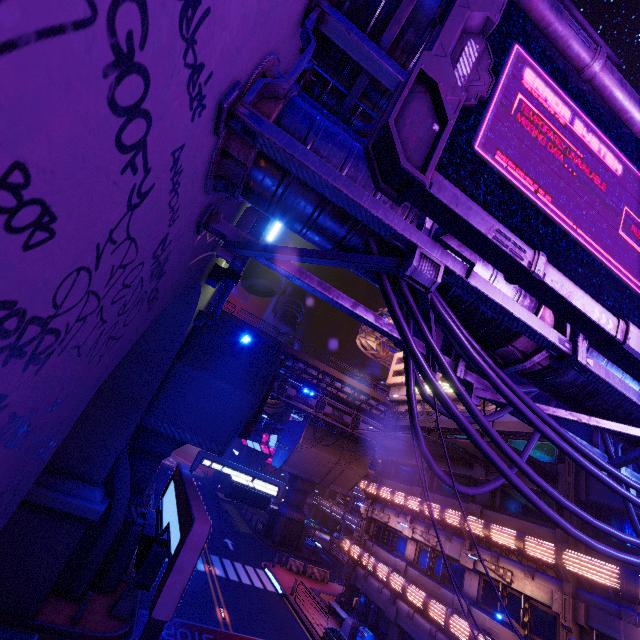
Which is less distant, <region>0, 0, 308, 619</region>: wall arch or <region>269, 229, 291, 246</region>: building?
<region>0, 0, 308, 619</region>: wall arch

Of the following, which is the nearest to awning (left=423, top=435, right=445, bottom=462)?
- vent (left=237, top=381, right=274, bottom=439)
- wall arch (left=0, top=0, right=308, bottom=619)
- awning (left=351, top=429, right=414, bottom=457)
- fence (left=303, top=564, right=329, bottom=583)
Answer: awning (left=351, top=429, right=414, bottom=457)

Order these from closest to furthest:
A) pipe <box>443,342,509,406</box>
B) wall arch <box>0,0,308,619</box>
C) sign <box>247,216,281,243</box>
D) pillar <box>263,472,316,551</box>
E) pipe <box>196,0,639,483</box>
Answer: wall arch <box>0,0,308,619</box> → pipe <box>196,0,639,483</box> → pipe <box>443,342,509,406</box> → sign <box>247,216,281,243</box> → pillar <box>263,472,316,551</box>

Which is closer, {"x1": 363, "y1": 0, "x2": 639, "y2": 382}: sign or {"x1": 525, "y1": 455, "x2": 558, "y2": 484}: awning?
{"x1": 363, "y1": 0, "x2": 639, "y2": 382}: sign

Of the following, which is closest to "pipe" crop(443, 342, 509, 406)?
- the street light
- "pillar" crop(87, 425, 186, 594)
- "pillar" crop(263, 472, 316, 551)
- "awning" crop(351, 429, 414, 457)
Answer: "awning" crop(351, 429, 414, 457)

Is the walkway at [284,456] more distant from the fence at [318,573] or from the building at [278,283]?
the building at [278,283]

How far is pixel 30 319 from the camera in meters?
1.8

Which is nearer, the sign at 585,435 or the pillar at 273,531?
the sign at 585,435
